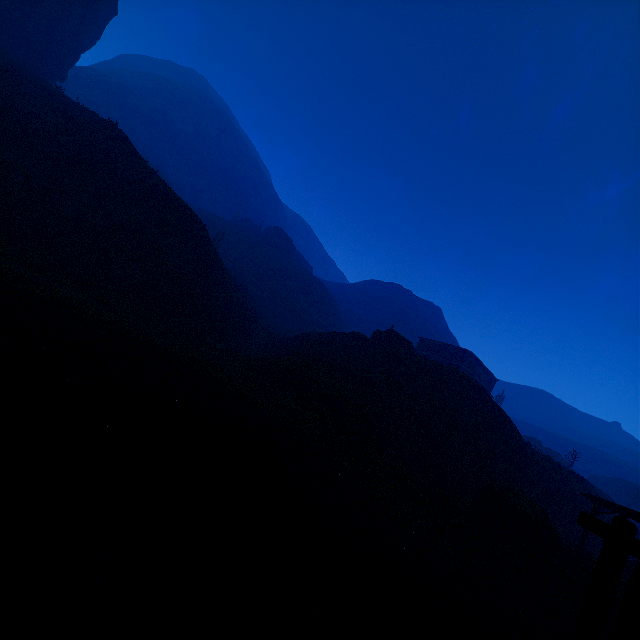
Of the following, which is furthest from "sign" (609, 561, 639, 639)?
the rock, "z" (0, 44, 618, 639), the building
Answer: the rock

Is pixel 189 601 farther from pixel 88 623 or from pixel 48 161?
pixel 48 161

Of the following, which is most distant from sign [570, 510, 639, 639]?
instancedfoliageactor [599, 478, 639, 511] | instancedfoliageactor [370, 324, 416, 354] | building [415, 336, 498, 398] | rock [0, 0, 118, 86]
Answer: instancedfoliageactor [599, 478, 639, 511]

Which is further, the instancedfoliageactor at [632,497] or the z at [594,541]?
the instancedfoliageactor at [632,497]

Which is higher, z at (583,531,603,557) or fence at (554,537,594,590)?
z at (583,531,603,557)

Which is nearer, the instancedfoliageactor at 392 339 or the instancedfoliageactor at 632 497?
the instancedfoliageactor at 392 339

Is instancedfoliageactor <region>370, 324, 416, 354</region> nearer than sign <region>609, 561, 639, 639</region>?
No

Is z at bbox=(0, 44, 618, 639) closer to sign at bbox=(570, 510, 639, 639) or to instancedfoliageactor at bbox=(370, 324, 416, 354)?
sign at bbox=(570, 510, 639, 639)
